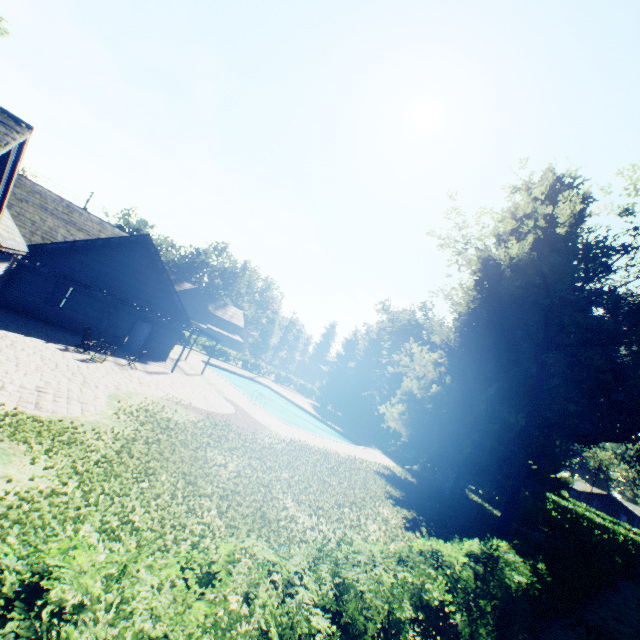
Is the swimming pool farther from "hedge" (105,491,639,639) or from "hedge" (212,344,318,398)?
"hedge" (105,491,639,639)

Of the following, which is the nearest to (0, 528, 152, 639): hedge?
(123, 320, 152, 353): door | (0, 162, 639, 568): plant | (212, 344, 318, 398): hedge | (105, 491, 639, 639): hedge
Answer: (105, 491, 639, 639): hedge

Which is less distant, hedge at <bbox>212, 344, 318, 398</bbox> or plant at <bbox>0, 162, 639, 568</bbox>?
plant at <bbox>0, 162, 639, 568</bbox>

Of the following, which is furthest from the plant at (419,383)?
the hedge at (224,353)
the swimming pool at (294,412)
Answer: the swimming pool at (294,412)

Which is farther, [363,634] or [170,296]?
[170,296]

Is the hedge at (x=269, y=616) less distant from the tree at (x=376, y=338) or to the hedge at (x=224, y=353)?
the tree at (x=376, y=338)

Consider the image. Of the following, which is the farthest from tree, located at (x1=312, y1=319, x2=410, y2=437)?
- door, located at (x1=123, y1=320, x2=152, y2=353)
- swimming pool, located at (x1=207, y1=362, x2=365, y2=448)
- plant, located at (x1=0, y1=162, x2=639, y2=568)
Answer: door, located at (x1=123, y1=320, x2=152, y2=353)

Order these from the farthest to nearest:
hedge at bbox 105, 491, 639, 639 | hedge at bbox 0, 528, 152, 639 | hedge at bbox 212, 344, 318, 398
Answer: hedge at bbox 212, 344, 318, 398 < hedge at bbox 105, 491, 639, 639 < hedge at bbox 0, 528, 152, 639
